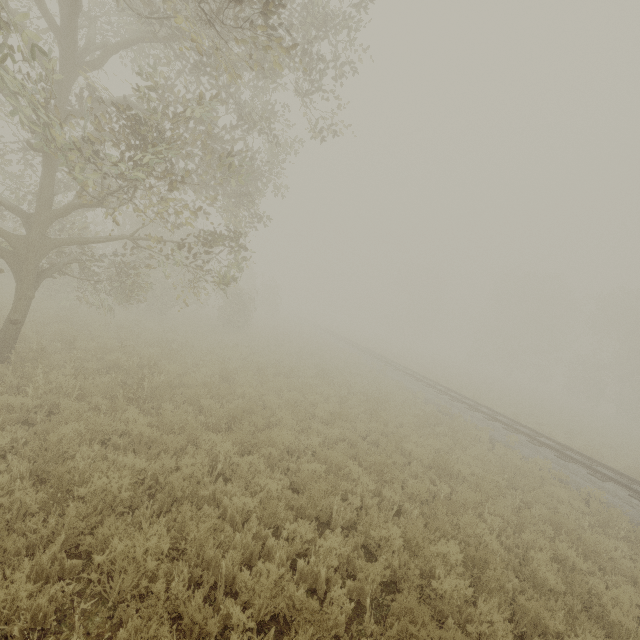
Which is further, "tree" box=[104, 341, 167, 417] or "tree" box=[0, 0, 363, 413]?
"tree" box=[104, 341, 167, 417]

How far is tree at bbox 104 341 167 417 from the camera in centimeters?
764cm

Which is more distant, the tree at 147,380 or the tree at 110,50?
the tree at 147,380

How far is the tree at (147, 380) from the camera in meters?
7.6 m

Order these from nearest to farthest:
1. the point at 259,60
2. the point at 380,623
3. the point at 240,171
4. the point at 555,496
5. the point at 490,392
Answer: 1. the point at 380,623
2. the point at 259,60
3. the point at 555,496
4. the point at 240,171
5. the point at 490,392

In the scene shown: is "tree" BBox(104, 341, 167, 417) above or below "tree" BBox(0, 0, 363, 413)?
below
